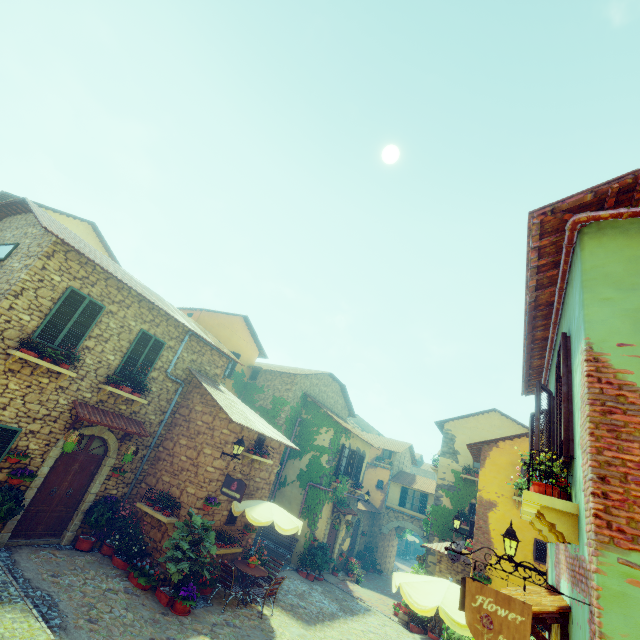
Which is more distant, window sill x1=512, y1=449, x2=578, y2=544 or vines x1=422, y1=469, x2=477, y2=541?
vines x1=422, y1=469, x2=477, y2=541

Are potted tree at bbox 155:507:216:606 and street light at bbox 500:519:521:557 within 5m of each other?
no

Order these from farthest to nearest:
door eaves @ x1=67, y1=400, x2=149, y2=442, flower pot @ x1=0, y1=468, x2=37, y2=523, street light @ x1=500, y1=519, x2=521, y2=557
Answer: door eaves @ x1=67, y1=400, x2=149, y2=442 < flower pot @ x1=0, y1=468, x2=37, y2=523 < street light @ x1=500, y1=519, x2=521, y2=557

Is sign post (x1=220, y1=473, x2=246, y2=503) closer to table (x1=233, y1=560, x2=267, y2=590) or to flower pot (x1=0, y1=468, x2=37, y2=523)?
table (x1=233, y1=560, x2=267, y2=590)

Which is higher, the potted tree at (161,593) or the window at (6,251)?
the window at (6,251)

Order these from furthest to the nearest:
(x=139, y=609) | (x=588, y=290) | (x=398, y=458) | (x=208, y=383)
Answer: (x=398, y=458) → (x=208, y=383) → (x=139, y=609) → (x=588, y=290)

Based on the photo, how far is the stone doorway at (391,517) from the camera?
24.9 meters

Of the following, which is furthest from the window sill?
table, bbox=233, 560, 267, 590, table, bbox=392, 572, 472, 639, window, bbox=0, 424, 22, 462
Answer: window, bbox=0, 424, 22, 462
